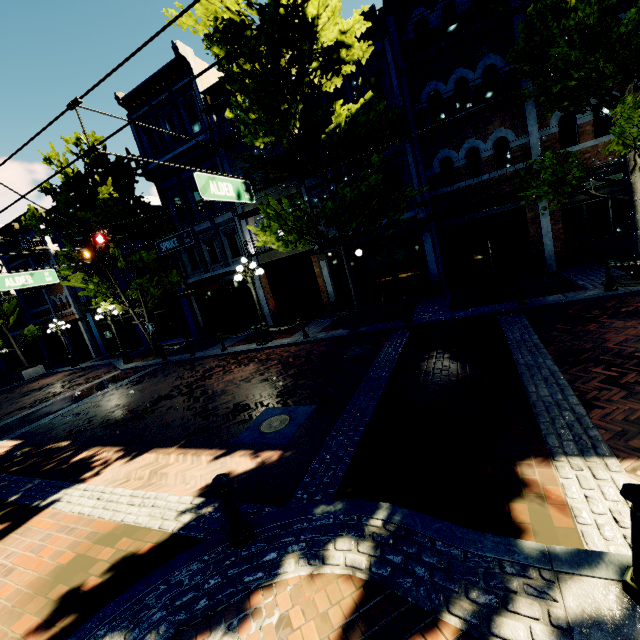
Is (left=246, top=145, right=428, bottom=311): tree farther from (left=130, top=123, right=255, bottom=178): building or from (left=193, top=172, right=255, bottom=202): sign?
(left=193, top=172, right=255, bottom=202): sign

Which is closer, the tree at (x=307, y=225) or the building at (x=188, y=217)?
the tree at (x=307, y=225)

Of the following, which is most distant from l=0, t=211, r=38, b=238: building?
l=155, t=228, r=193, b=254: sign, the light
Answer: the light

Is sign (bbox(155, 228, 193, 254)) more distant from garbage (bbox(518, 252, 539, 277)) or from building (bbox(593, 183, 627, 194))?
building (bbox(593, 183, 627, 194))

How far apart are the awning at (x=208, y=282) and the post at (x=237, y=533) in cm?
1436

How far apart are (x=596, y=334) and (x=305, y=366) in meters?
7.0

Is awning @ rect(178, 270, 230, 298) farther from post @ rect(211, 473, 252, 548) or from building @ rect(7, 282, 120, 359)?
post @ rect(211, 473, 252, 548)

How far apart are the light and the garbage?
13.7m
